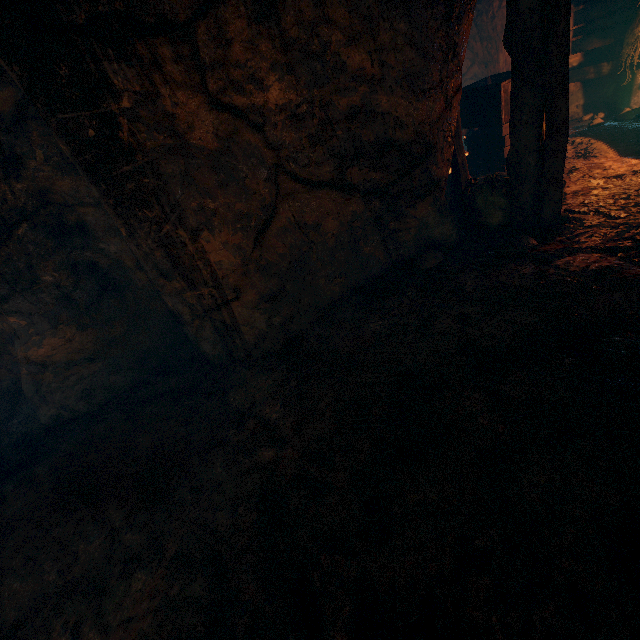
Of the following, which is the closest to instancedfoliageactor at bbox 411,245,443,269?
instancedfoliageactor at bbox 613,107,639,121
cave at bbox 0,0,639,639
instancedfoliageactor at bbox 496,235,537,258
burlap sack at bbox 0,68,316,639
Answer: cave at bbox 0,0,639,639

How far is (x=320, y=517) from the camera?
2.26m

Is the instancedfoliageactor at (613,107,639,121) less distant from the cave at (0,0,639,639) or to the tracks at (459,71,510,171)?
the cave at (0,0,639,639)

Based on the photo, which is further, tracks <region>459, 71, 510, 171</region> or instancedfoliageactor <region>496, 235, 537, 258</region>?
tracks <region>459, 71, 510, 171</region>

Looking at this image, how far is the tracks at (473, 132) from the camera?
6.0m

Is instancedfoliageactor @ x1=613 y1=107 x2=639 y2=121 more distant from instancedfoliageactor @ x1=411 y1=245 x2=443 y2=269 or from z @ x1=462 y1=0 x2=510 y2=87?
instancedfoliageactor @ x1=411 y1=245 x2=443 y2=269

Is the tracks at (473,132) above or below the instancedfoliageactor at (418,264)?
above

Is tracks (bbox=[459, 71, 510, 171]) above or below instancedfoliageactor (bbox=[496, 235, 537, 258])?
above
